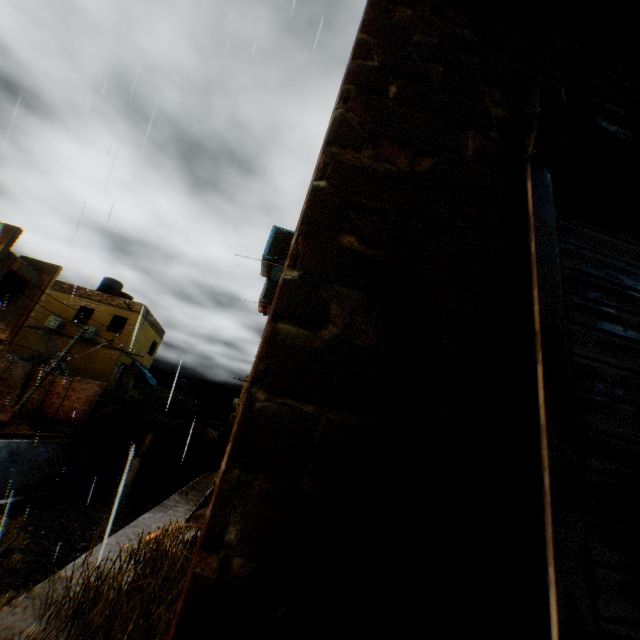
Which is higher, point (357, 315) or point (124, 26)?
point (124, 26)

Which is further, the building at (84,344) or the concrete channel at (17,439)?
the building at (84,344)

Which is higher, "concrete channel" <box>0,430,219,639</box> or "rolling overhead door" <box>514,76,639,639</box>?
"rolling overhead door" <box>514,76,639,639</box>

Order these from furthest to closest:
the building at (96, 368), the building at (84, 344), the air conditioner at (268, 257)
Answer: the building at (84, 344) < the building at (96, 368) < the air conditioner at (268, 257)

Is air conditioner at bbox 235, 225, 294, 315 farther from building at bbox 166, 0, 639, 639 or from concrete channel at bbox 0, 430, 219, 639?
concrete channel at bbox 0, 430, 219, 639

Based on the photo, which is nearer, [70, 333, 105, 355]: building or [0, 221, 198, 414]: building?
[0, 221, 198, 414]: building

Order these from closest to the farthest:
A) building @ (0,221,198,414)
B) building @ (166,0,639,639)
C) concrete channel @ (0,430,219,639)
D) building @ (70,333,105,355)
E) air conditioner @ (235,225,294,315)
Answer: building @ (166,0,639,639) → concrete channel @ (0,430,219,639) → air conditioner @ (235,225,294,315) → building @ (0,221,198,414) → building @ (70,333,105,355)
